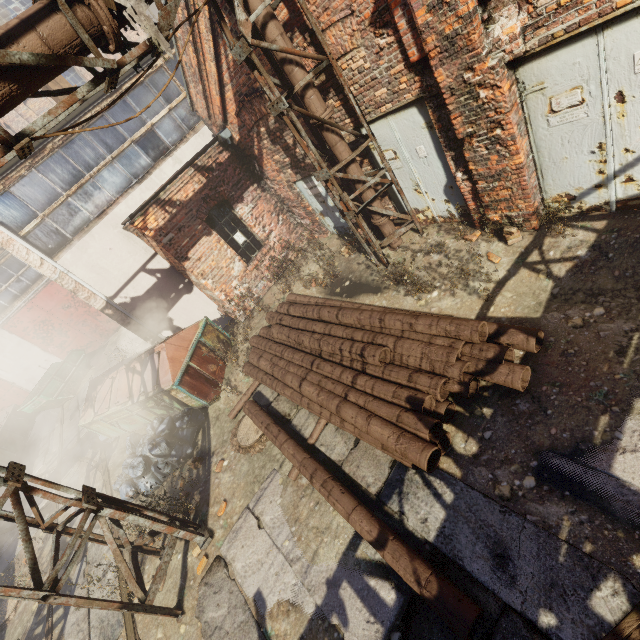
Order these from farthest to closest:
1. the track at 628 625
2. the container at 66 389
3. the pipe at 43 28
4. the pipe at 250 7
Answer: the container at 66 389
the pipe at 250 7
the pipe at 43 28
the track at 628 625

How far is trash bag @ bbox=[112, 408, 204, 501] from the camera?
7.34m

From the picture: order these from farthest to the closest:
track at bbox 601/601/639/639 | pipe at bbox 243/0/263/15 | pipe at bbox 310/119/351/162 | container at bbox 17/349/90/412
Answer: container at bbox 17/349/90/412, pipe at bbox 310/119/351/162, pipe at bbox 243/0/263/15, track at bbox 601/601/639/639

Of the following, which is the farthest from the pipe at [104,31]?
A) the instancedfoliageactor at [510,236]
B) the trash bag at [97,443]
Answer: the trash bag at [97,443]

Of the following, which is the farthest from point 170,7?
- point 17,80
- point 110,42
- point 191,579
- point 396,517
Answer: point 191,579

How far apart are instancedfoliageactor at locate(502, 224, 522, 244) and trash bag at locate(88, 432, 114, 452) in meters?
11.2 m

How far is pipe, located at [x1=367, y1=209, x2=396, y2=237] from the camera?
7.0 meters

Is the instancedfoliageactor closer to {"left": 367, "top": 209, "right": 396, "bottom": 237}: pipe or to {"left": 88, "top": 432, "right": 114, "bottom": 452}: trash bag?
{"left": 367, "top": 209, "right": 396, "bottom": 237}: pipe
